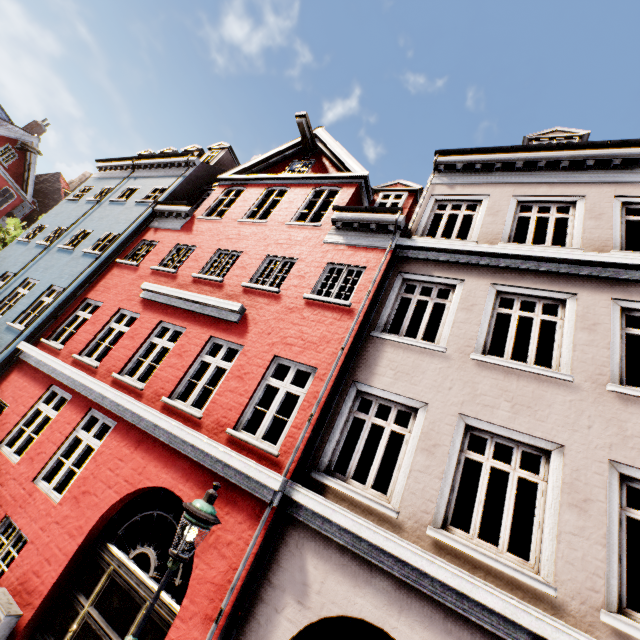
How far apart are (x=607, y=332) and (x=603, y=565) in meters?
3.6

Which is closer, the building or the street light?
the street light

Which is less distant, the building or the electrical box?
the building

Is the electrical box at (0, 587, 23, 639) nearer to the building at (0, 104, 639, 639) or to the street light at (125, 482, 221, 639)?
the building at (0, 104, 639, 639)

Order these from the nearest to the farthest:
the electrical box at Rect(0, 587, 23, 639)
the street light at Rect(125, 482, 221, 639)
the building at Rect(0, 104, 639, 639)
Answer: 1. the street light at Rect(125, 482, 221, 639)
2. the building at Rect(0, 104, 639, 639)
3. the electrical box at Rect(0, 587, 23, 639)

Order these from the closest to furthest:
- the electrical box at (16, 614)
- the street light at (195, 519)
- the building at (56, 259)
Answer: the street light at (195, 519) → the building at (56, 259) → the electrical box at (16, 614)

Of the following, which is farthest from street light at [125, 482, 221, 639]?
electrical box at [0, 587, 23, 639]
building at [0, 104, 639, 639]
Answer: electrical box at [0, 587, 23, 639]

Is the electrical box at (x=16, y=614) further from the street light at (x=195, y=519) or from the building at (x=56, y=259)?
the street light at (x=195, y=519)
